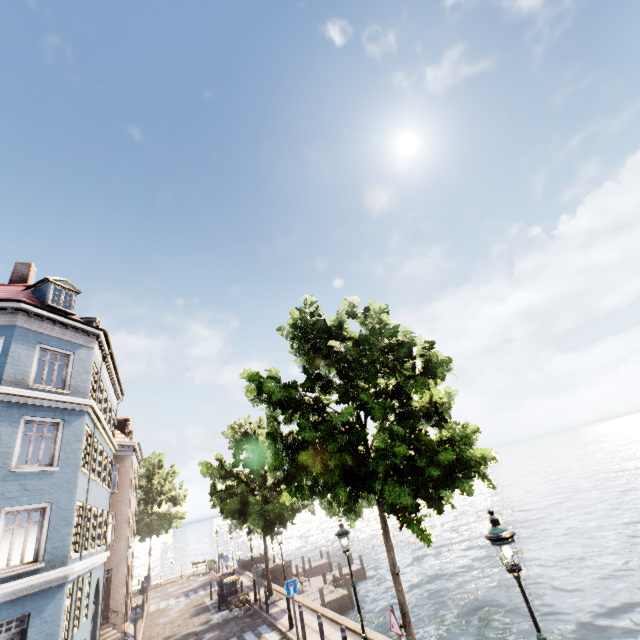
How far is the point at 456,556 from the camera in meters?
27.0

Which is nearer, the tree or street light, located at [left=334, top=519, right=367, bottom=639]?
the tree

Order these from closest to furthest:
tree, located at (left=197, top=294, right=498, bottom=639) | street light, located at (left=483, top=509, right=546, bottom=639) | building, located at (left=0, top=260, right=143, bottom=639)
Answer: street light, located at (left=483, top=509, right=546, bottom=639) < tree, located at (left=197, top=294, right=498, bottom=639) < building, located at (left=0, top=260, right=143, bottom=639)

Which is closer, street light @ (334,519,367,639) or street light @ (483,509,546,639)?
street light @ (483,509,546,639)

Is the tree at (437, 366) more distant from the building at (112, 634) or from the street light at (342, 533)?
the building at (112, 634)

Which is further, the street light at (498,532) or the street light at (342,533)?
the street light at (342,533)

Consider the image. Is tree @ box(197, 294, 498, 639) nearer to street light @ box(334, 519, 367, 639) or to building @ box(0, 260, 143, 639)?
street light @ box(334, 519, 367, 639)
